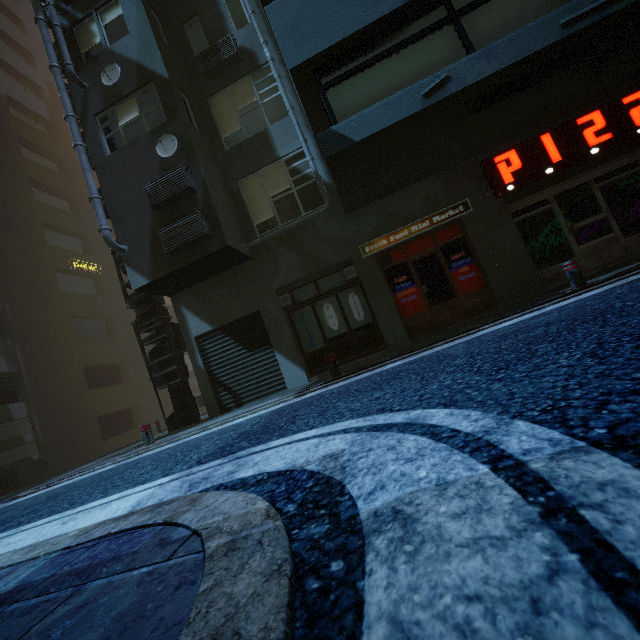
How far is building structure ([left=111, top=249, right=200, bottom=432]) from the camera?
9.87m

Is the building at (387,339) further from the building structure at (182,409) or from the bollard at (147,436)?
the bollard at (147,436)

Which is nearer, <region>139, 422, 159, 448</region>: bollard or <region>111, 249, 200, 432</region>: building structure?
<region>139, 422, 159, 448</region>: bollard

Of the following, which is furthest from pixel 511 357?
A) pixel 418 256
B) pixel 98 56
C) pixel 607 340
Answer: pixel 98 56

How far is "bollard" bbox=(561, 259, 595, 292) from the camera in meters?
6.0 m

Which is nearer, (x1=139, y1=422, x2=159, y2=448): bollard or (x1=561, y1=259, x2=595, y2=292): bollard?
(x1=561, y1=259, x2=595, y2=292): bollard

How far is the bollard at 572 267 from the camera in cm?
596

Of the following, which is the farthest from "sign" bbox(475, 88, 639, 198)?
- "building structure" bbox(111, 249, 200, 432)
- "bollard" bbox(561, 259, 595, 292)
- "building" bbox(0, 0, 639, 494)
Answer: "building structure" bbox(111, 249, 200, 432)
